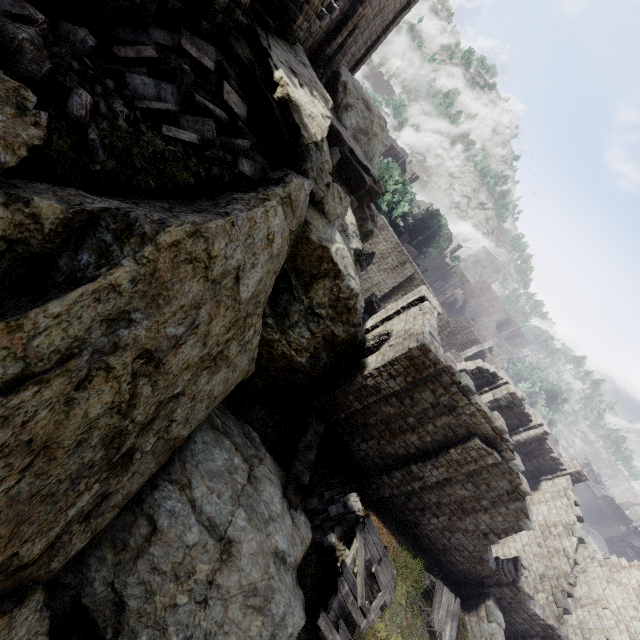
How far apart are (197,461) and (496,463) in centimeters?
1231cm

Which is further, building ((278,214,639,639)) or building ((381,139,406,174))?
building ((381,139,406,174))

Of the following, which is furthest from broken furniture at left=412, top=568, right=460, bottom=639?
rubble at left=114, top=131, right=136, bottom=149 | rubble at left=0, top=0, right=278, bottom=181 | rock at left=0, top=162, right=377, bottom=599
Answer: rubble at left=114, top=131, right=136, bottom=149

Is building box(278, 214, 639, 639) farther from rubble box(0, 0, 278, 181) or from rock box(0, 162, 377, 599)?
rubble box(0, 0, 278, 181)

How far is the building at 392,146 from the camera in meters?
51.4

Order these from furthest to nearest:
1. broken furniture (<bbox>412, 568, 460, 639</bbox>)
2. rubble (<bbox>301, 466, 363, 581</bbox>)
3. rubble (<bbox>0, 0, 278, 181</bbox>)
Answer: broken furniture (<bbox>412, 568, 460, 639</bbox>), rubble (<bbox>301, 466, 363, 581</bbox>), rubble (<bbox>0, 0, 278, 181</bbox>)

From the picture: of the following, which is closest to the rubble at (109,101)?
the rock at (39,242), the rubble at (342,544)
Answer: the rock at (39,242)

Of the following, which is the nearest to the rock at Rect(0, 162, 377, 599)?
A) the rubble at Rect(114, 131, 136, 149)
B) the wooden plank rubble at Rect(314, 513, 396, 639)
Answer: the rubble at Rect(114, 131, 136, 149)
